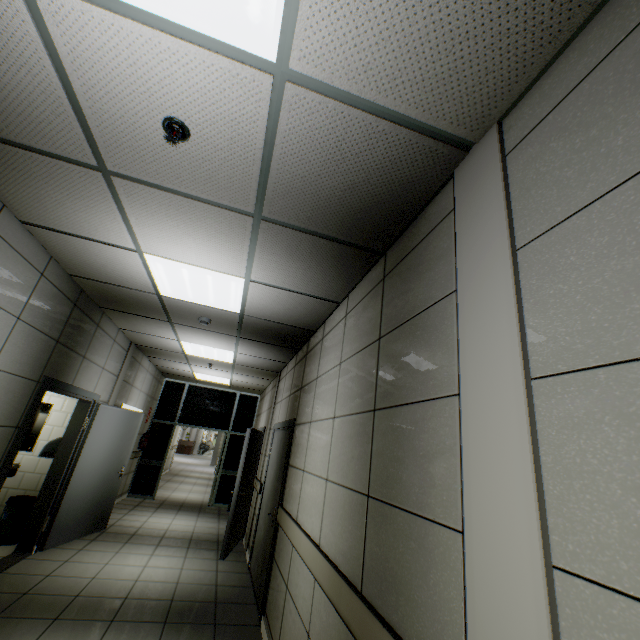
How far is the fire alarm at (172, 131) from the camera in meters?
1.7

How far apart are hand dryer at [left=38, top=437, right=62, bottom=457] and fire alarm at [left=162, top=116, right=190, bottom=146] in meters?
5.3

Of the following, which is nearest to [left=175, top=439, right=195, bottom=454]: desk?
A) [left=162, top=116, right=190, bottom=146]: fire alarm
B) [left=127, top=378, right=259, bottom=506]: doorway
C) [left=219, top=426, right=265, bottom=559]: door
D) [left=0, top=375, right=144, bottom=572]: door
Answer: [left=127, top=378, right=259, bottom=506]: doorway

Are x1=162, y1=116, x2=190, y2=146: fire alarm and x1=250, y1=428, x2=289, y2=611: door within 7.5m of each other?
yes

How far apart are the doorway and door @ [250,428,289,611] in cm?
479

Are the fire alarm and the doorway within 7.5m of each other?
no

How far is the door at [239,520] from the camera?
5.3m

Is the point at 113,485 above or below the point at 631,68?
below
